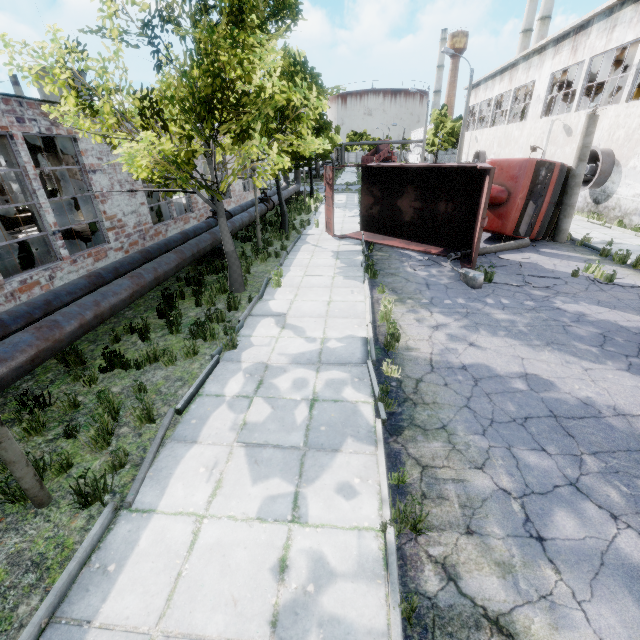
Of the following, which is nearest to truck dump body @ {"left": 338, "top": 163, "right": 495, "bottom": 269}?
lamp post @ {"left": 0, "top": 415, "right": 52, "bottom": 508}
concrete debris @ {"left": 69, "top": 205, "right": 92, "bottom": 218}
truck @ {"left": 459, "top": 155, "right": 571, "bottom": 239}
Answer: truck @ {"left": 459, "top": 155, "right": 571, "bottom": 239}

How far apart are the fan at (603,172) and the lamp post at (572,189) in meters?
5.8

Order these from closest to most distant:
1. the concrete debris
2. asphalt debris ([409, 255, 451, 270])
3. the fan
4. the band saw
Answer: asphalt debris ([409, 255, 451, 270])
the band saw
the fan
the concrete debris

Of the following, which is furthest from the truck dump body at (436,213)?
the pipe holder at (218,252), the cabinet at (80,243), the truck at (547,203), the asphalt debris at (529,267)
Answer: the cabinet at (80,243)

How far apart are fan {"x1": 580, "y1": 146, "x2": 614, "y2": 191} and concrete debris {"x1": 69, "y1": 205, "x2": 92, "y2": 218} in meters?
30.0 m

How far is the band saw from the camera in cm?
1424

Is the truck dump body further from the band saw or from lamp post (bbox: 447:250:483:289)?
the band saw

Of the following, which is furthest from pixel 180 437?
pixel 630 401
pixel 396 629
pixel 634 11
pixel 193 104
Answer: pixel 634 11
